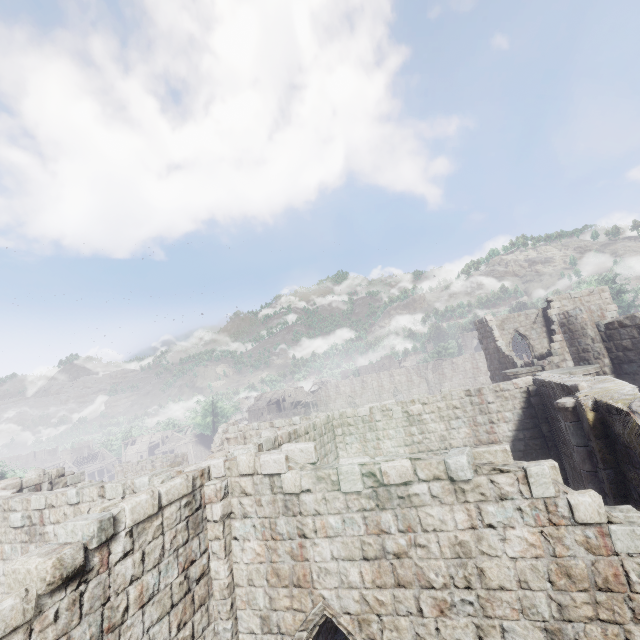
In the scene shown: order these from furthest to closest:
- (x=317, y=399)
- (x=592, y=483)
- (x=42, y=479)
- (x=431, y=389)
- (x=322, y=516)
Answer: (x=317, y=399), (x=431, y=389), (x=42, y=479), (x=592, y=483), (x=322, y=516)

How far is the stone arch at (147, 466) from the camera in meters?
30.4 m

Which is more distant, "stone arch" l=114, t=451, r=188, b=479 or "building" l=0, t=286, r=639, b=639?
"stone arch" l=114, t=451, r=188, b=479

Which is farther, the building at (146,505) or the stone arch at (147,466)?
the stone arch at (147,466)

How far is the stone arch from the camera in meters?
30.4 m
